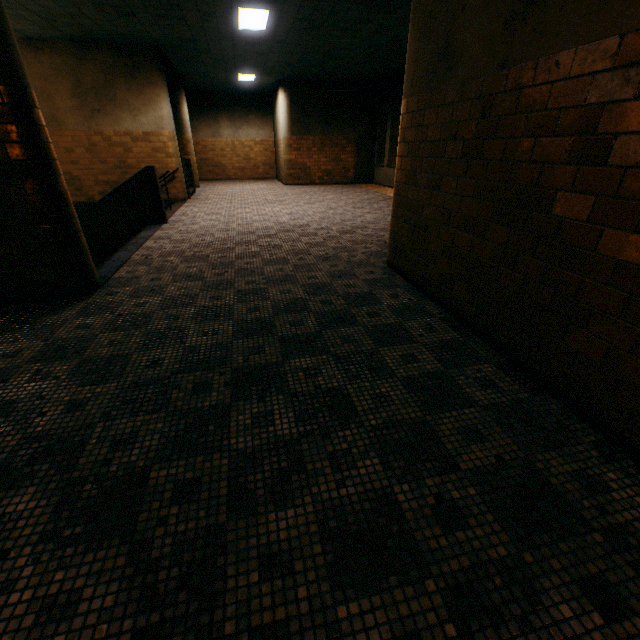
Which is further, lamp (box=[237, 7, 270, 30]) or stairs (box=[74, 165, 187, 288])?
lamp (box=[237, 7, 270, 30])

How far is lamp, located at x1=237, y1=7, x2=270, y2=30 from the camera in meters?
6.5 m

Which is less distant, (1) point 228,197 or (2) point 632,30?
(2) point 632,30

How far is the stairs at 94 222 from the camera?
5.38m

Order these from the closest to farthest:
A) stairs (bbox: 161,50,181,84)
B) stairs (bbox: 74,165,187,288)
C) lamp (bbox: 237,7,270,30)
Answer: stairs (bbox: 74,165,187,288) < lamp (bbox: 237,7,270,30) < stairs (bbox: 161,50,181,84)

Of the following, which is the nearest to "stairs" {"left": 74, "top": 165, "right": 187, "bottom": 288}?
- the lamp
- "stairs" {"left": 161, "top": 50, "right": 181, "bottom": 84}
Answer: "stairs" {"left": 161, "top": 50, "right": 181, "bottom": 84}

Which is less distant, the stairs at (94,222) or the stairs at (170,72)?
the stairs at (94,222)

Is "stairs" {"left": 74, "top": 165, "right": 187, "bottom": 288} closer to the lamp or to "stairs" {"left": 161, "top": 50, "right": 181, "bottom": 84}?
"stairs" {"left": 161, "top": 50, "right": 181, "bottom": 84}
